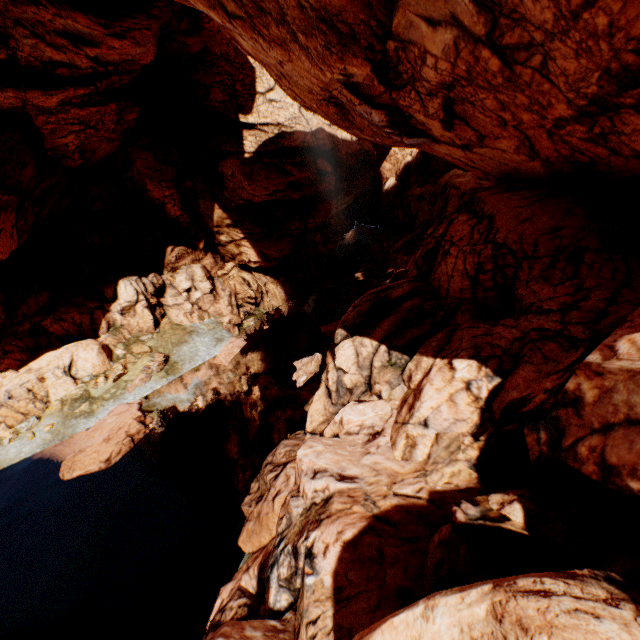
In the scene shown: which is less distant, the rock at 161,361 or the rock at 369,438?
the rock at 369,438

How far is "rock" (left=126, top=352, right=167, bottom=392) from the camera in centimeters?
2194cm

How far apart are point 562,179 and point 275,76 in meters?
13.6

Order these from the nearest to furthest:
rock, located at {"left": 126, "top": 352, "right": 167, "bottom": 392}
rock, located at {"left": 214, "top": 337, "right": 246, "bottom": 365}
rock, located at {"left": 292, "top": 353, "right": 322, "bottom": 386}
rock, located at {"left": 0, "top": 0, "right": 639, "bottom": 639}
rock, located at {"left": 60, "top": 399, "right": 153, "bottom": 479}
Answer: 1. rock, located at {"left": 0, "top": 0, "right": 639, "bottom": 639}
2. rock, located at {"left": 60, "top": 399, "right": 153, "bottom": 479}
3. rock, located at {"left": 292, "top": 353, "right": 322, "bottom": 386}
4. rock, located at {"left": 126, "top": 352, "right": 167, "bottom": 392}
5. rock, located at {"left": 214, "top": 337, "right": 246, "bottom": 365}

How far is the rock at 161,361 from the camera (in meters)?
21.94

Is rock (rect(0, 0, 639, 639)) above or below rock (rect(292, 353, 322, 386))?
above

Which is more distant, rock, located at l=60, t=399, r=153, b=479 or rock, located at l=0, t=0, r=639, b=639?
rock, located at l=60, t=399, r=153, b=479
